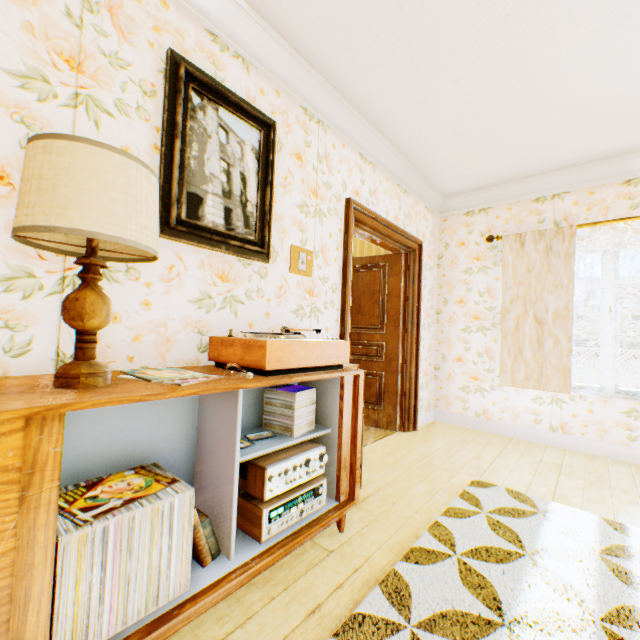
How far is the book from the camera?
1.3 meters

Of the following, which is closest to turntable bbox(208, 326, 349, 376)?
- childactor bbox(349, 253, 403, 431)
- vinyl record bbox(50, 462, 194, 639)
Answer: vinyl record bbox(50, 462, 194, 639)

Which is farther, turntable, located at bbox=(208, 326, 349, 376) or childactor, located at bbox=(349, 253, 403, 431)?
childactor, located at bbox=(349, 253, 403, 431)

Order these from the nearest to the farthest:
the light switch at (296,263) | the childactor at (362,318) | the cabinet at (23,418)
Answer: the cabinet at (23,418), the light switch at (296,263), the childactor at (362,318)

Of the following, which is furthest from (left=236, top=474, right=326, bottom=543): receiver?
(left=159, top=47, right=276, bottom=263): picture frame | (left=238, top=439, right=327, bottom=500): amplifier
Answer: (left=159, top=47, right=276, bottom=263): picture frame

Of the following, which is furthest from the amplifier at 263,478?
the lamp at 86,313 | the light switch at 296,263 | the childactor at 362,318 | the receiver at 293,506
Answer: the childactor at 362,318

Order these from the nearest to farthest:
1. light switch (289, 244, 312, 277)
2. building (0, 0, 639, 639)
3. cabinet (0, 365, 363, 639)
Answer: cabinet (0, 365, 363, 639) < building (0, 0, 639, 639) < light switch (289, 244, 312, 277)

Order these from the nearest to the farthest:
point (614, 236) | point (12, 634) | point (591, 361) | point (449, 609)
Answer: point (12, 634), point (449, 609), point (614, 236), point (591, 361)
